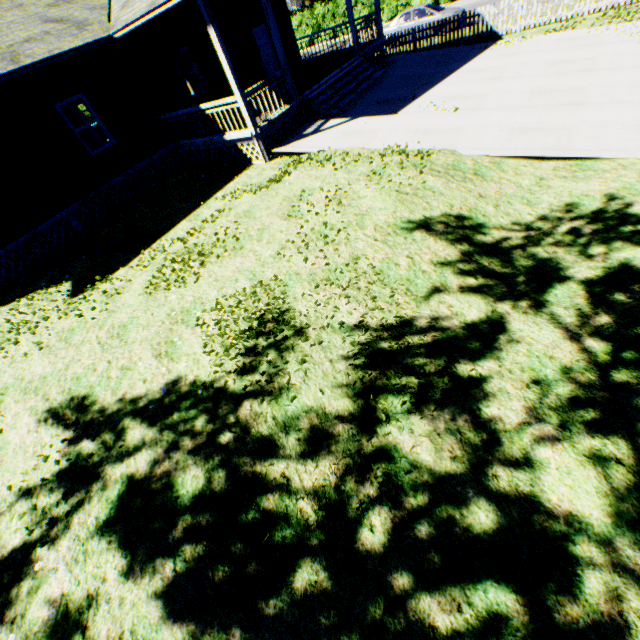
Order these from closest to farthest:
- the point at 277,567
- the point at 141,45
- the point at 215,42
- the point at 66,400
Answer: the point at 277,567, the point at 66,400, the point at 215,42, the point at 141,45

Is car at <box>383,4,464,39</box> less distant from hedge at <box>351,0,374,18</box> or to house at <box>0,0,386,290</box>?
house at <box>0,0,386,290</box>

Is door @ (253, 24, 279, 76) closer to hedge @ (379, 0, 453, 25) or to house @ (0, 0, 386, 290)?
house @ (0, 0, 386, 290)

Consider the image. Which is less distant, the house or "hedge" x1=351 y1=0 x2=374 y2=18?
the house

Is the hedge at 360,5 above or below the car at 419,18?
above

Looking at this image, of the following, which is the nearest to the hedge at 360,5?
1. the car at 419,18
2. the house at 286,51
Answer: the car at 419,18

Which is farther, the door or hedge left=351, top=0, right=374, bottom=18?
hedge left=351, top=0, right=374, bottom=18

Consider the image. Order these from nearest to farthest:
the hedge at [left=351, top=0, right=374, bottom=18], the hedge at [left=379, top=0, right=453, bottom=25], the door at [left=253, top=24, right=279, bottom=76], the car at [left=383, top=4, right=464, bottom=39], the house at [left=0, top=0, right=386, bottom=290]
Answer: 1. the house at [left=0, top=0, right=386, bottom=290]
2. the door at [left=253, top=24, right=279, bottom=76]
3. the car at [left=383, top=4, right=464, bottom=39]
4. the hedge at [left=379, top=0, right=453, bottom=25]
5. the hedge at [left=351, top=0, right=374, bottom=18]
